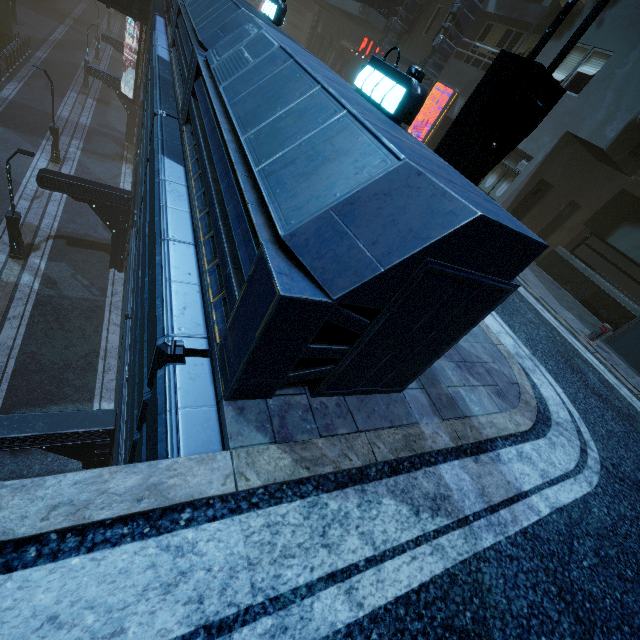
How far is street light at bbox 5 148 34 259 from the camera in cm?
1334

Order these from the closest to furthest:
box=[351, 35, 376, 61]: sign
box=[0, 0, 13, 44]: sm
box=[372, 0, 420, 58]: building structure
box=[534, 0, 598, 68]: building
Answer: box=[534, 0, 598, 68]: building → box=[372, 0, 420, 58]: building structure → box=[351, 35, 376, 61]: sign → box=[0, 0, 13, 44]: sm

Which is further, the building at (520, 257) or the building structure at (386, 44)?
the building structure at (386, 44)

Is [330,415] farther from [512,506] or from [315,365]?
[512,506]

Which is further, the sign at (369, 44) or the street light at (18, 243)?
the sign at (369, 44)

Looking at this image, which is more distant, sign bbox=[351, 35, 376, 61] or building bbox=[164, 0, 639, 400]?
sign bbox=[351, 35, 376, 61]

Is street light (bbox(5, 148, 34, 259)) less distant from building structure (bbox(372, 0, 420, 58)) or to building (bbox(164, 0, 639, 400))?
building (bbox(164, 0, 639, 400))

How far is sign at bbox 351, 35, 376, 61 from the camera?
20.88m
